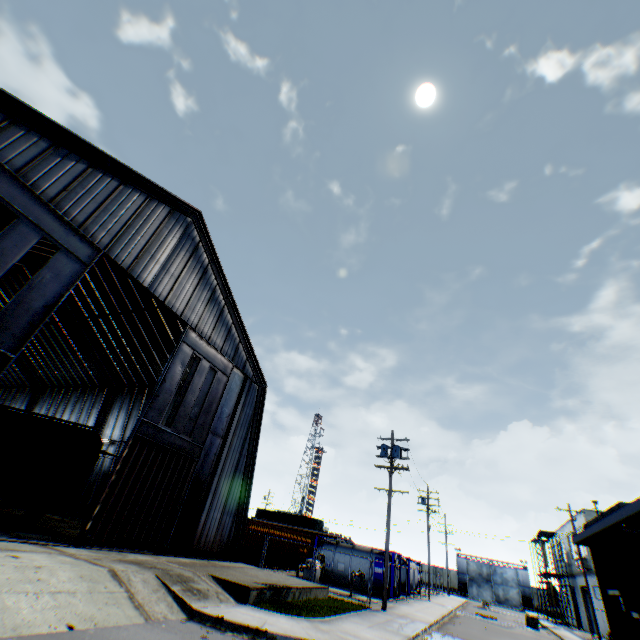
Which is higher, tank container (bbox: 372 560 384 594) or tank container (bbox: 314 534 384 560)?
tank container (bbox: 314 534 384 560)

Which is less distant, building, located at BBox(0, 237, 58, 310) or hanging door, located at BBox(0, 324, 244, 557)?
hanging door, located at BBox(0, 324, 244, 557)

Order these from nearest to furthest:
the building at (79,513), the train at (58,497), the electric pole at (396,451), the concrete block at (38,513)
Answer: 1. the train at (58,497)
2. the concrete block at (38,513)
3. the electric pole at (396,451)
4. the building at (79,513)

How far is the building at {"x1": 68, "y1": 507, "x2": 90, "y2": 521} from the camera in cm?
2616

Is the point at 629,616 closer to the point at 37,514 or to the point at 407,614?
the point at 407,614

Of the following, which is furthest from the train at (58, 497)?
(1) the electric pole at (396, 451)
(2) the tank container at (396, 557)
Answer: (2) the tank container at (396, 557)

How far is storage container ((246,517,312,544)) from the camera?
24.23m

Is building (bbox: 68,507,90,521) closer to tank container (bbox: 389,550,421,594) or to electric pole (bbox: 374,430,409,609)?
electric pole (bbox: 374,430,409,609)
